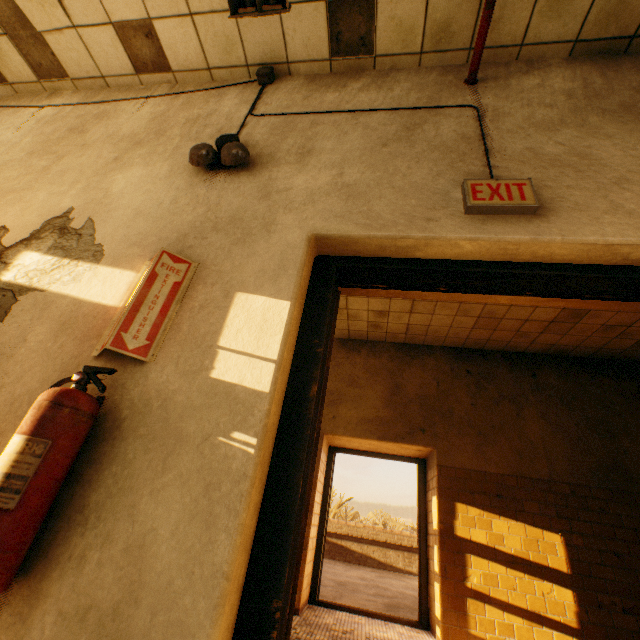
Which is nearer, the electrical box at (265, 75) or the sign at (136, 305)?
the sign at (136, 305)

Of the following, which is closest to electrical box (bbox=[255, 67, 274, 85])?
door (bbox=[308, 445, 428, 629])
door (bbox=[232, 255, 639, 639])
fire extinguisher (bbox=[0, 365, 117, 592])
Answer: door (bbox=[232, 255, 639, 639])

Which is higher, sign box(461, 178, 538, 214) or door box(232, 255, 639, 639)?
sign box(461, 178, 538, 214)

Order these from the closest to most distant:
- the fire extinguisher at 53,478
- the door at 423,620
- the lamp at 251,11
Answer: the fire extinguisher at 53,478 → the lamp at 251,11 → the door at 423,620

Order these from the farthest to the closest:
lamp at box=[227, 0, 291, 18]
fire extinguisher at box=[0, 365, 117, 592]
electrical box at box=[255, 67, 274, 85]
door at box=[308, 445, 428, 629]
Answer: door at box=[308, 445, 428, 629] → electrical box at box=[255, 67, 274, 85] → lamp at box=[227, 0, 291, 18] → fire extinguisher at box=[0, 365, 117, 592]

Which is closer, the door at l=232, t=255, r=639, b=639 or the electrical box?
the door at l=232, t=255, r=639, b=639

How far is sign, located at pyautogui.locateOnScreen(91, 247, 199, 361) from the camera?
1.2 meters

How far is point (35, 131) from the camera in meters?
2.5
